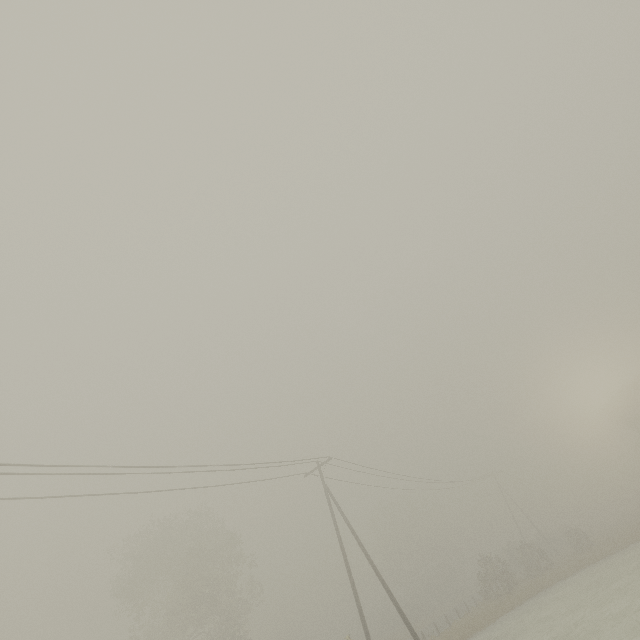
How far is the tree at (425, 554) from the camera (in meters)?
56.95

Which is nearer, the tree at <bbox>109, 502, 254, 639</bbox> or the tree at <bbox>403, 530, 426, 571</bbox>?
the tree at <bbox>109, 502, 254, 639</bbox>

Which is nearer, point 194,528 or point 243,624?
point 243,624

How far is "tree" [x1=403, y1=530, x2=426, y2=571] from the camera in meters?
56.9

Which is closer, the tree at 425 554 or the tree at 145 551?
the tree at 145 551
